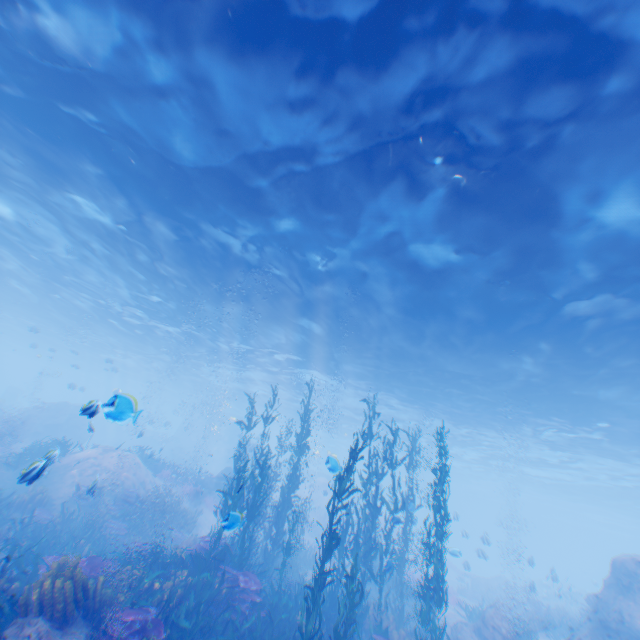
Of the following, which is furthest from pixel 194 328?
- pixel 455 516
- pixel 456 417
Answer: pixel 456 417

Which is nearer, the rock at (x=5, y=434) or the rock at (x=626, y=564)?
the rock at (x=626, y=564)

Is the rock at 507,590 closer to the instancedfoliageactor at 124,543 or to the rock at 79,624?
the rock at 79,624

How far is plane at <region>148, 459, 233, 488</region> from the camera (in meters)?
23.08

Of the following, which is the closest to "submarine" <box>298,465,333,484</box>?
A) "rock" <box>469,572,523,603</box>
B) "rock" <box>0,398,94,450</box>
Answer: "rock" <box>0,398,94,450</box>

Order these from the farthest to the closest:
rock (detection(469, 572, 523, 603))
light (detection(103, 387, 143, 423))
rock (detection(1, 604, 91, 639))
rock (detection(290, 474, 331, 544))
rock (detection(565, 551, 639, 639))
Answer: rock (detection(469, 572, 523, 603))
rock (detection(290, 474, 331, 544))
rock (detection(565, 551, 639, 639))
rock (detection(1, 604, 91, 639))
light (detection(103, 387, 143, 423))

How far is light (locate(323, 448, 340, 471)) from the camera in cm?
865

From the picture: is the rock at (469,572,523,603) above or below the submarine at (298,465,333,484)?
below
